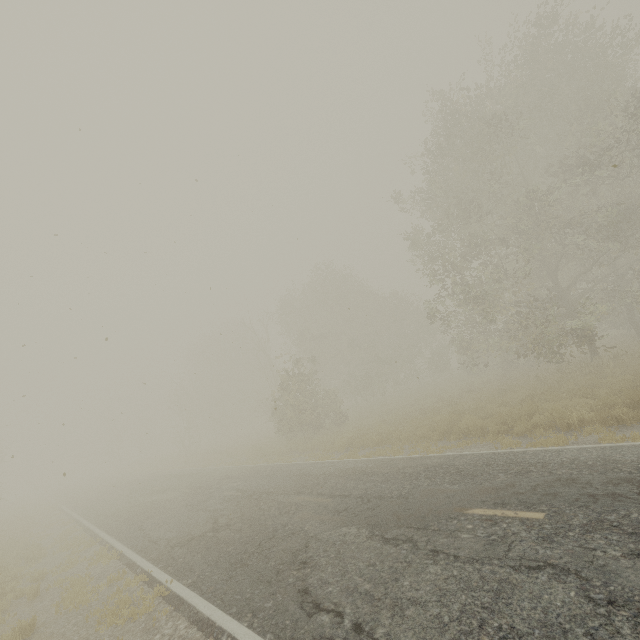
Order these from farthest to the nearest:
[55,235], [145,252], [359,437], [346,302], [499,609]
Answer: [346,302]
[359,437]
[145,252]
[55,235]
[499,609]

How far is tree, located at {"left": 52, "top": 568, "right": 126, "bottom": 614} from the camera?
7.3 meters

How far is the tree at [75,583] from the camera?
7.30m

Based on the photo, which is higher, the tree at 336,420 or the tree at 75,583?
the tree at 336,420

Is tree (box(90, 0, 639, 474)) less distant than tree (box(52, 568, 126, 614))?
No

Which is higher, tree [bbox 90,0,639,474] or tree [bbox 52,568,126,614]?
tree [bbox 90,0,639,474]
